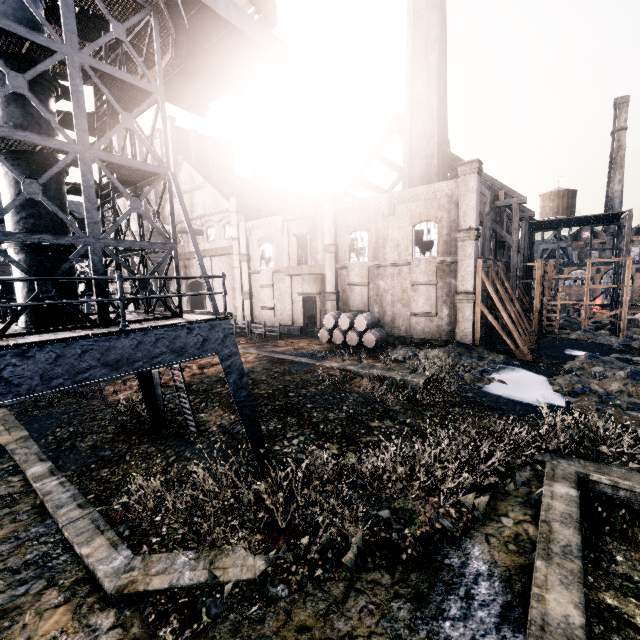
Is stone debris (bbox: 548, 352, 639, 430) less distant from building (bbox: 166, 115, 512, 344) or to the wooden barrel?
the wooden barrel

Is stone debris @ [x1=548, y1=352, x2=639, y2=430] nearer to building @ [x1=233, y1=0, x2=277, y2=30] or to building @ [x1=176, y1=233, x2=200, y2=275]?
building @ [x1=176, y1=233, x2=200, y2=275]

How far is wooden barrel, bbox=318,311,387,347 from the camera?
26.1 meters

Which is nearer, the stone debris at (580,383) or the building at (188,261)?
the stone debris at (580,383)

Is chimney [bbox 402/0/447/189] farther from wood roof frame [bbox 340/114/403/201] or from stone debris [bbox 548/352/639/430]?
stone debris [bbox 548/352/639/430]

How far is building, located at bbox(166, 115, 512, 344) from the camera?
23.8 meters

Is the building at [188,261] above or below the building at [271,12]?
below

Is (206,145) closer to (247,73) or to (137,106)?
(247,73)
